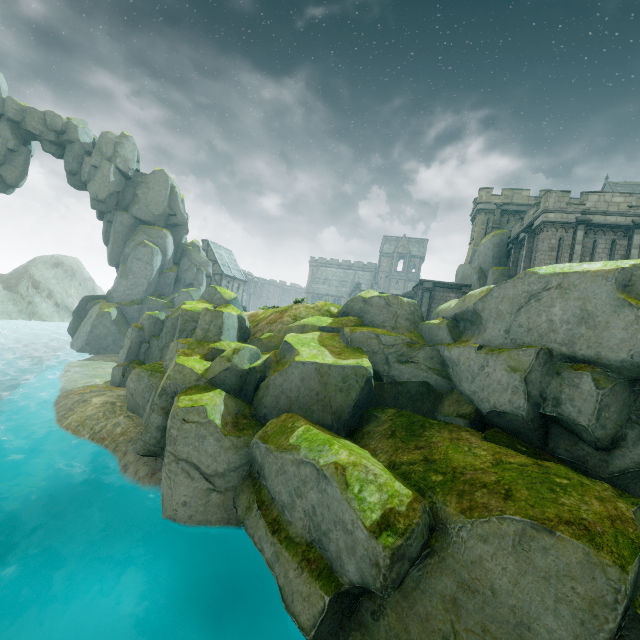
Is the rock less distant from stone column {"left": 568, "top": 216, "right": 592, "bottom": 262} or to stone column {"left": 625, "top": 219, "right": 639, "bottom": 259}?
stone column {"left": 568, "top": 216, "right": 592, "bottom": 262}

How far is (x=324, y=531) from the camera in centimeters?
819cm

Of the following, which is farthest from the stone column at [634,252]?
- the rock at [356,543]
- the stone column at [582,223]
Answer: the rock at [356,543]

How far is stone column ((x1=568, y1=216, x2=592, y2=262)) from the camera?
20.3m

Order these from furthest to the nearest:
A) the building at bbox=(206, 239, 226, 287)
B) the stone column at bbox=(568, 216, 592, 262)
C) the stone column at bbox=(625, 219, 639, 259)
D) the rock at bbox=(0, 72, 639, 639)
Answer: the building at bbox=(206, 239, 226, 287)
the stone column at bbox=(568, 216, 592, 262)
the stone column at bbox=(625, 219, 639, 259)
the rock at bbox=(0, 72, 639, 639)

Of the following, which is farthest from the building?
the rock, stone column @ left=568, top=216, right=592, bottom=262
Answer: stone column @ left=568, top=216, right=592, bottom=262

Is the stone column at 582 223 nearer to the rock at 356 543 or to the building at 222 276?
the rock at 356 543

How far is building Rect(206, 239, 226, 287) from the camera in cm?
5897
